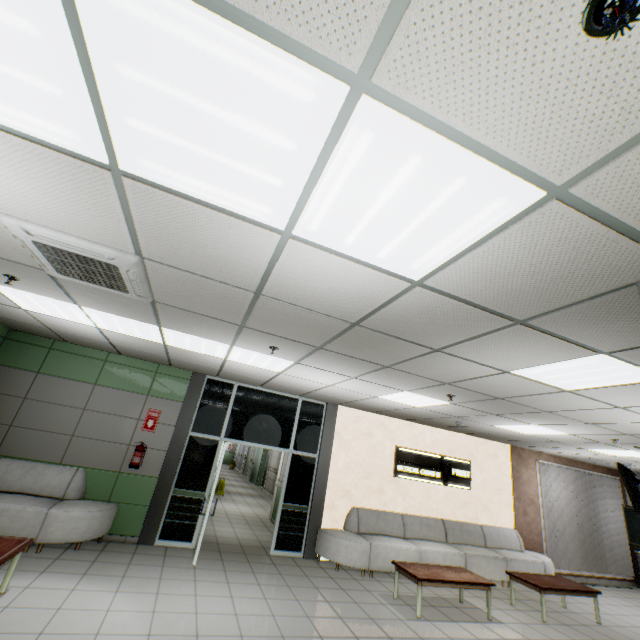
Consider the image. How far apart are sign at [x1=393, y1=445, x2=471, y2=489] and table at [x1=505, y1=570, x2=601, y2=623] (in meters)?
2.14

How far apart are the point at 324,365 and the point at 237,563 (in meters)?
4.21

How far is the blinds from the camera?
9.2 meters

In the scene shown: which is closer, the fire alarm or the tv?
the fire alarm

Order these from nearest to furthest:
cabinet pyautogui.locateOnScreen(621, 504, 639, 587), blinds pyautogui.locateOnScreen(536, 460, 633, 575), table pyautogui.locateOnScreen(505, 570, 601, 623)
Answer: table pyautogui.locateOnScreen(505, 570, 601, 623)
blinds pyautogui.locateOnScreen(536, 460, 633, 575)
cabinet pyautogui.locateOnScreen(621, 504, 639, 587)

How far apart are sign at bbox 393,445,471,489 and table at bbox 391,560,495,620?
2.1 meters

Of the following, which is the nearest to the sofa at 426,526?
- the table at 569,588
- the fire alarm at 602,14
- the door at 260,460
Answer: the table at 569,588

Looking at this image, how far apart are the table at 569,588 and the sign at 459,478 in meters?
2.1
